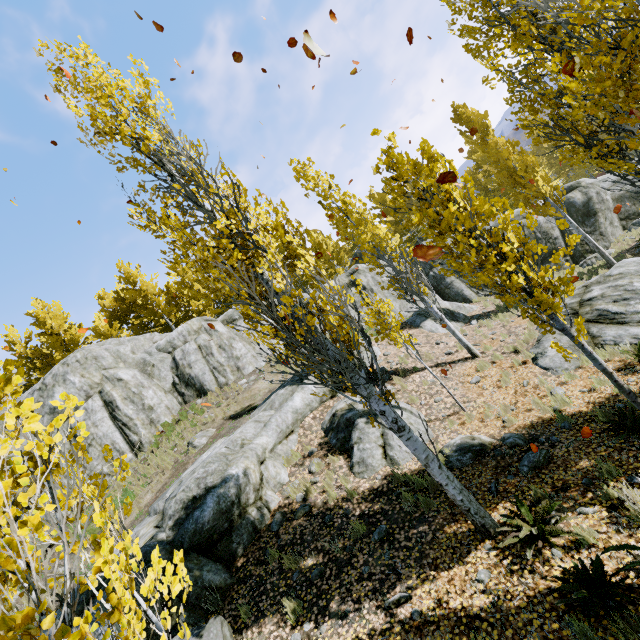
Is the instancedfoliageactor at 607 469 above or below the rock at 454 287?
below

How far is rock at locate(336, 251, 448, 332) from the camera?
16.6m

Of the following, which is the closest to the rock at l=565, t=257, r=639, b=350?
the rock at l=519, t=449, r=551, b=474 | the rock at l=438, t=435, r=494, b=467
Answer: the rock at l=438, t=435, r=494, b=467

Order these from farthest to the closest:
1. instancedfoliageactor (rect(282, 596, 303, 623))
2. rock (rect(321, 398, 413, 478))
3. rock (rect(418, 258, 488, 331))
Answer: rock (rect(418, 258, 488, 331)) < rock (rect(321, 398, 413, 478)) < instancedfoliageactor (rect(282, 596, 303, 623))

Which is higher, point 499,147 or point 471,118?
point 471,118

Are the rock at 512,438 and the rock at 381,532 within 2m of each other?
no

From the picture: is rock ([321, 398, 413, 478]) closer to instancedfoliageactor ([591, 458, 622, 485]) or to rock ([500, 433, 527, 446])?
instancedfoliageactor ([591, 458, 622, 485])

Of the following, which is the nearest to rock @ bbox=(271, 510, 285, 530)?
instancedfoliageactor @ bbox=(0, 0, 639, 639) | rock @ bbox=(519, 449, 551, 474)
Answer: instancedfoliageactor @ bbox=(0, 0, 639, 639)
